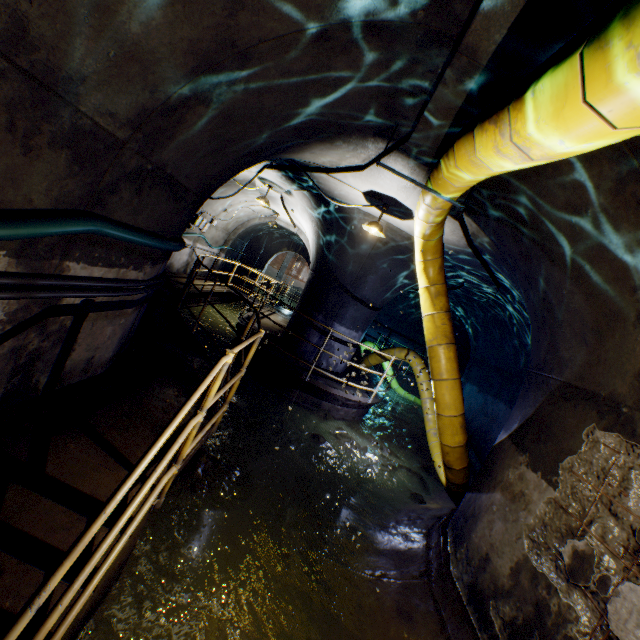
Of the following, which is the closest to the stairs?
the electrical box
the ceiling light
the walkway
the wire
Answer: the walkway

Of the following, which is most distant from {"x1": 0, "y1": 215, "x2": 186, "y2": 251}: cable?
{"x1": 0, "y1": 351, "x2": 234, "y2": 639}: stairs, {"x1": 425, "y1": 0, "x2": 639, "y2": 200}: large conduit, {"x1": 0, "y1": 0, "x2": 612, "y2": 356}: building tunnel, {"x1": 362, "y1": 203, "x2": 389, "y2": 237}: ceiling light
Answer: {"x1": 362, "y1": 203, "x2": 389, "y2": 237}: ceiling light

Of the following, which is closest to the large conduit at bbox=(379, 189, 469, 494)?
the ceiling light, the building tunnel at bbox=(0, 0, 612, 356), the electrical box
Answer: the building tunnel at bbox=(0, 0, 612, 356)

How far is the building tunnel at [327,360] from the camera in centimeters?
870cm

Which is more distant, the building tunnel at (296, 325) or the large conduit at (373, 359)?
the large conduit at (373, 359)

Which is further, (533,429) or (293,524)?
(293,524)

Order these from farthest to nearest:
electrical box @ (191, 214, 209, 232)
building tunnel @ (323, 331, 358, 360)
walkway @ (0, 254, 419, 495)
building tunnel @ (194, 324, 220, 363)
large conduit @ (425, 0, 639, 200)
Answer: electrical box @ (191, 214, 209, 232) < building tunnel @ (194, 324, 220, 363) < building tunnel @ (323, 331, 358, 360) < walkway @ (0, 254, 419, 495) < large conduit @ (425, 0, 639, 200)

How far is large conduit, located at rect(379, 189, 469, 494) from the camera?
4.5m
